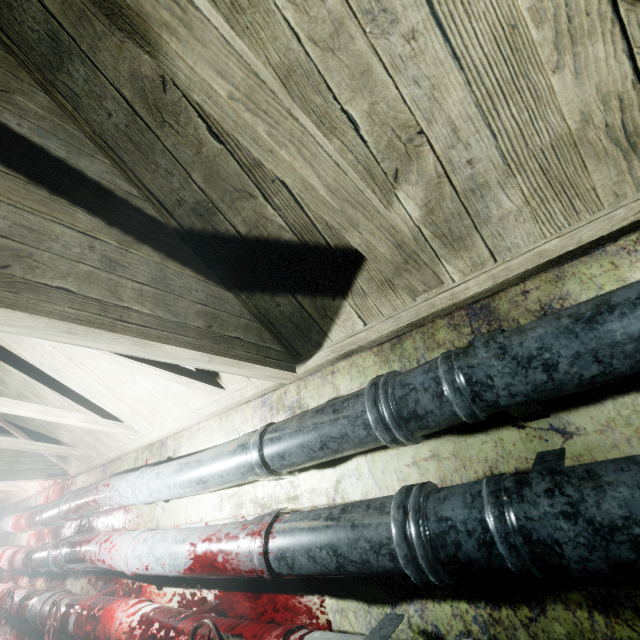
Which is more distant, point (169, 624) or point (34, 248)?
point (169, 624)

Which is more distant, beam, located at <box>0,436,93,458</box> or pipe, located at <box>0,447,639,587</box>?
beam, located at <box>0,436,93,458</box>

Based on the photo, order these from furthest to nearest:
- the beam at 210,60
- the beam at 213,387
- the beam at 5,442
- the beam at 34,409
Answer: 1. the beam at 5,442
2. the beam at 34,409
3. the beam at 213,387
4. the beam at 210,60

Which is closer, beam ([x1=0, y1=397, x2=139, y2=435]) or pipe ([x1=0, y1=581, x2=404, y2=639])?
pipe ([x1=0, y1=581, x2=404, y2=639])

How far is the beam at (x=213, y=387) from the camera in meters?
1.3

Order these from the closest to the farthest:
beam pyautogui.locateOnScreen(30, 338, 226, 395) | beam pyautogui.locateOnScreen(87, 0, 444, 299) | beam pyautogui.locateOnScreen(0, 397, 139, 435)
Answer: beam pyautogui.locateOnScreen(87, 0, 444, 299) < beam pyautogui.locateOnScreen(30, 338, 226, 395) < beam pyautogui.locateOnScreen(0, 397, 139, 435)

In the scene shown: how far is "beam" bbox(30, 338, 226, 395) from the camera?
1.3 meters

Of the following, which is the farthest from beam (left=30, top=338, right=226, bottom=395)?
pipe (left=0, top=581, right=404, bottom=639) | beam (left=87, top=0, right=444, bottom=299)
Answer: pipe (left=0, top=581, right=404, bottom=639)
